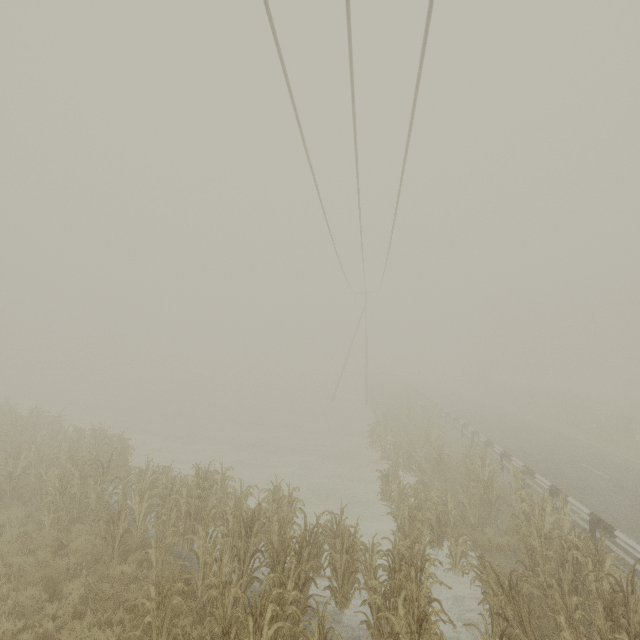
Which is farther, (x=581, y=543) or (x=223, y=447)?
(x=223, y=447)

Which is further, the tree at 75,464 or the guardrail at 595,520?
the guardrail at 595,520

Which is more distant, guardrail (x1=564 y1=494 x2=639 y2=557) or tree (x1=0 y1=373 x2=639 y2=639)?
guardrail (x1=564 y1=494 x2=639 y2=557)
